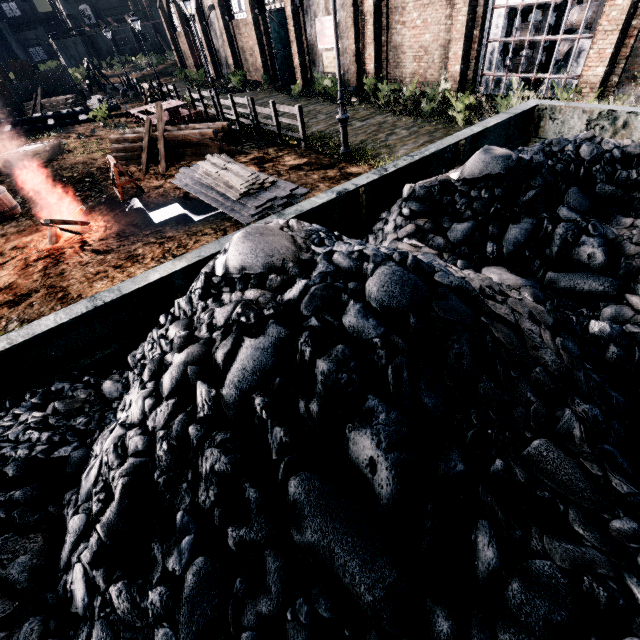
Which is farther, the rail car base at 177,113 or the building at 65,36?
the building at 65,36

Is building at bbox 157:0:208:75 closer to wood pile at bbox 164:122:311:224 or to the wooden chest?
wood pile at bbox 164:122:311:224

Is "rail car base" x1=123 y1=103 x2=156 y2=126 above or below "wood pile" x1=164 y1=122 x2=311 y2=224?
above

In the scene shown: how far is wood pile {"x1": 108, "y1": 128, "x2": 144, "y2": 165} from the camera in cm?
1495

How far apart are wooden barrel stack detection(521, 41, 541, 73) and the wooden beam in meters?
18.8

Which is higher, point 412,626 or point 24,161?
point 412,626

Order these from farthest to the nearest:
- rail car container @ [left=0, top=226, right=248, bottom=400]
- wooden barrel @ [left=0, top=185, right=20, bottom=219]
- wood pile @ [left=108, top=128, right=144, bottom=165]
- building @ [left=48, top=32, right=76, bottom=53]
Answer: building @ [left=48, top=32, right=76, bottom=53] → wood pile @ [left=108, top=128, right=144, bottom=165] → wooden barrel @ [left=0, top=185, right=20, bottom=219] → rail car container @ [left=0, top=226, right=248, bottom=400]

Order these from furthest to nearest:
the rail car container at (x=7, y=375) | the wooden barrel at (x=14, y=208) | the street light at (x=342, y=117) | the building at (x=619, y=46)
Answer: the wooden barrel at (x=14, y=208), the building at (x=619, y=46), the street light at (x=342, y=117), the rail car container at (x=7, y=375)
